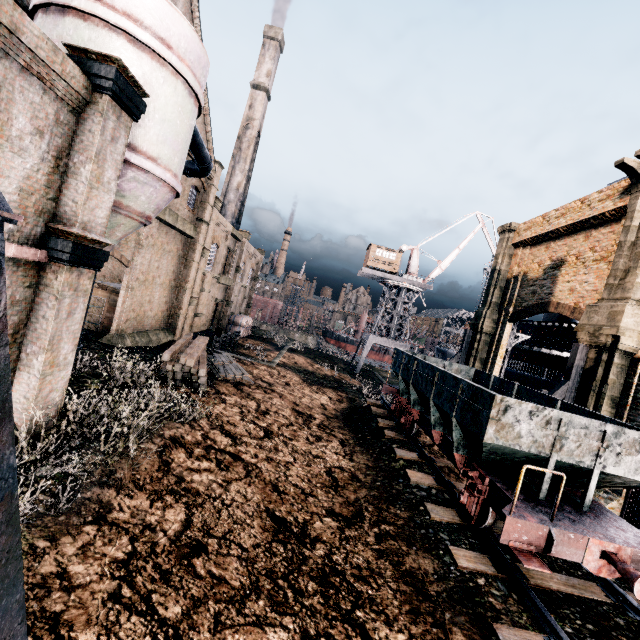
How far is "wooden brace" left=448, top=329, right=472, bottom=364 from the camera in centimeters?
2850cm

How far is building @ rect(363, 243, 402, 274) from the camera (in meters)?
45.97

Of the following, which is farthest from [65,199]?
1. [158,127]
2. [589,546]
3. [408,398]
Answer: [408,398]

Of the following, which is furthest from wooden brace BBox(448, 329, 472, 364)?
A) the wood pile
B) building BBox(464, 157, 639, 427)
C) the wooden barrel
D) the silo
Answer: building BBox(464, 157, 639, 427)

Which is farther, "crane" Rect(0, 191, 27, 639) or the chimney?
the chimney

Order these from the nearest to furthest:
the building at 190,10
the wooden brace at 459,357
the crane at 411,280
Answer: the building at 190,10, the wooden brace at 459,357, the crane at 411,280

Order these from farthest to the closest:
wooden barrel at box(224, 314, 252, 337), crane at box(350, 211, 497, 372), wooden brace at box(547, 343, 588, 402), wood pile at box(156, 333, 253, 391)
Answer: crane at box(350, 211, 497, 372) < wooden barrel at box(224, 314, 252, 337) < wood pile at box(156, 333, 253, 391) < wooden brace at box(547, 343, 588, 402)

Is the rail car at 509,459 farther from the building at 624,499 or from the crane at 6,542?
the crane at 6,542
